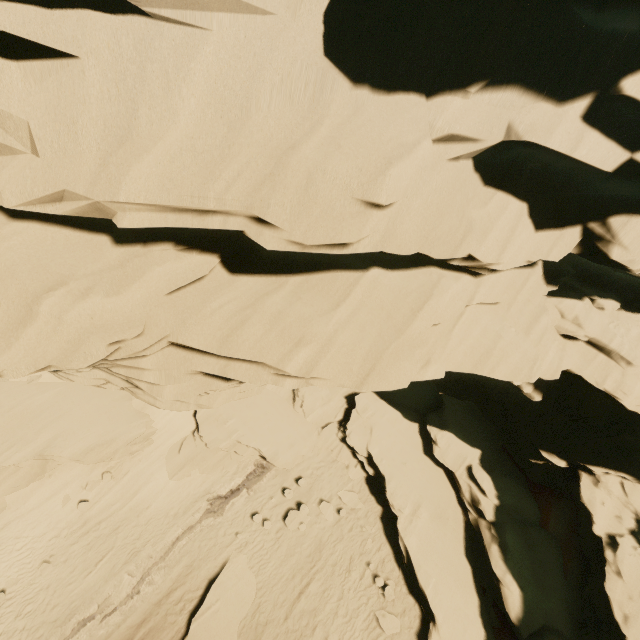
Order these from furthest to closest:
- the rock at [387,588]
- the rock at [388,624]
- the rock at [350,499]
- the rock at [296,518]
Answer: the rock at [350,499], the rock at [296,518], the rock at [387,588], the rock at [388,624]

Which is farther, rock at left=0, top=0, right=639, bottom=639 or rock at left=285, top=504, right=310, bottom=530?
rock at left=285, top=504, right=310, bottom=530

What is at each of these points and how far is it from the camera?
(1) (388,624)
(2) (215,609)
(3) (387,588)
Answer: (1) rock, 13.13m
(2) rock, 13.54m
(3) rock, 13.87m

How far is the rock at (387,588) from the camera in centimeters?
1377cm

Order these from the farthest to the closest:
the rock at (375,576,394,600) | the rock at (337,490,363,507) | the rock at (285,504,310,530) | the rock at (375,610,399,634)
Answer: Result: the rock at (337,490,363,507) → the rock at (285,504,310,530) → the rock at (375,576,394,600) → the rock at (375,610,399,634)

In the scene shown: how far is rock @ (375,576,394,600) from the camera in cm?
1377
